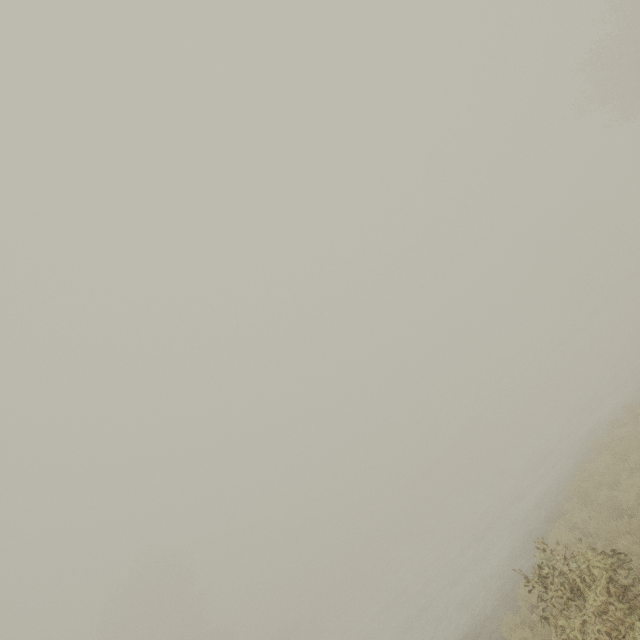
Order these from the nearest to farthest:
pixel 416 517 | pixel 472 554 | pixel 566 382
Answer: pixel 472 554 < pixel 566 382 < pixel 416 517
